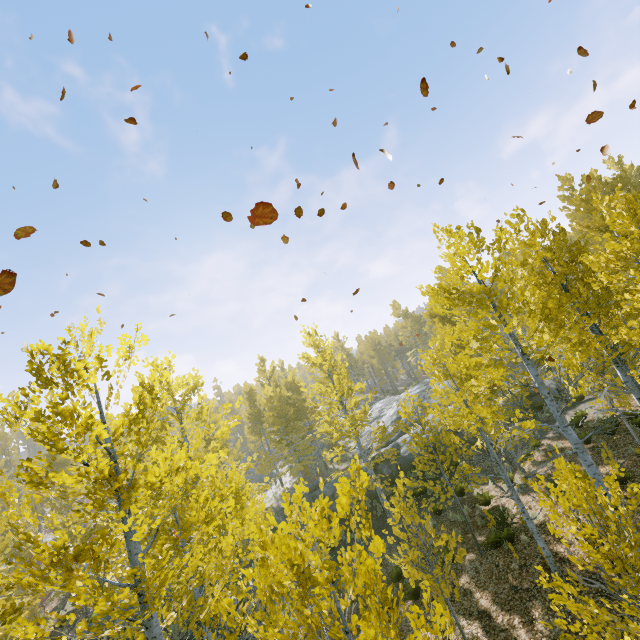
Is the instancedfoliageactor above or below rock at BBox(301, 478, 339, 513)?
above

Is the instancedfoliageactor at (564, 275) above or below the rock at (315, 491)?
above

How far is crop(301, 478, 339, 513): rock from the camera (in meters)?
18.05

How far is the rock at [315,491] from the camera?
18.0m

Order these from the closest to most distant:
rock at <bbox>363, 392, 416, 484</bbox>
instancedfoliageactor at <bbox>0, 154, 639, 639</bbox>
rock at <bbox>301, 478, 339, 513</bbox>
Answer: instancedfoliageactor at <bbox>0, 154, 639, 639</bbox> → rock at <bbox>301, 478, 339, 513</bbox> → rock at <bbox>363, 392, 416, 484</bbox>

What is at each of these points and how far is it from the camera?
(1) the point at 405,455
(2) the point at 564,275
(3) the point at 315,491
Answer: (1) rock, 19.3m
(2) instancedfoliageactor, 8.4m
(3) rock, 18.8m
